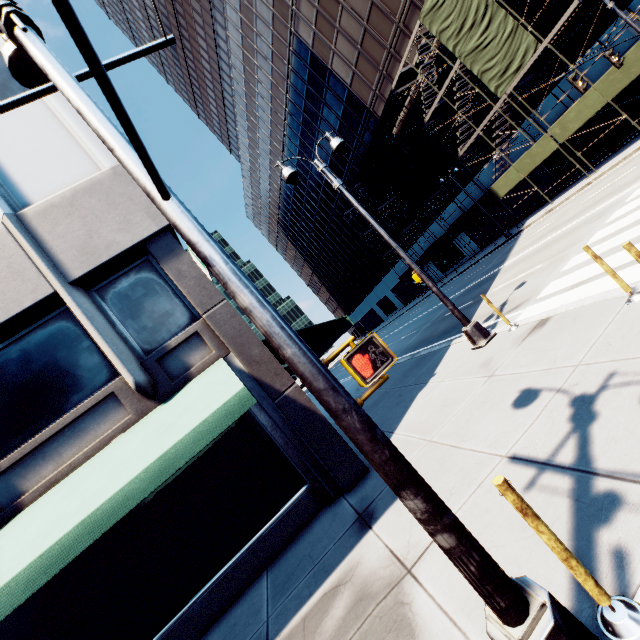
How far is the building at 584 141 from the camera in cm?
2192

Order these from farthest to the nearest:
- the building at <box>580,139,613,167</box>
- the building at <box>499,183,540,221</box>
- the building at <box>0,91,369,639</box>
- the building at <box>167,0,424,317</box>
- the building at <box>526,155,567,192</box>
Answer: the building at <box>167,0,424,317</box> < the building at <box>499,183,540,221</box> < the building at <box>526,155,567,192</box> < the building at <box>580,139,613,167</box> < the building at <box>0,91,369,639</box>

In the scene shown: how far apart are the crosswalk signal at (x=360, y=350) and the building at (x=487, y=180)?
32.4m

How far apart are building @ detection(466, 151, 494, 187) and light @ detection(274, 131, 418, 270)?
25.3m

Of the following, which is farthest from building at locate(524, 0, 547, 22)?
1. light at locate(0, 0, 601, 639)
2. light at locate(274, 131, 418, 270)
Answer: light at locate(0, 0, 601, 639)

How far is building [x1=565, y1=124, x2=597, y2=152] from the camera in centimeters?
2192cm

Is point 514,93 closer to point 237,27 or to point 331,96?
point 331,96
